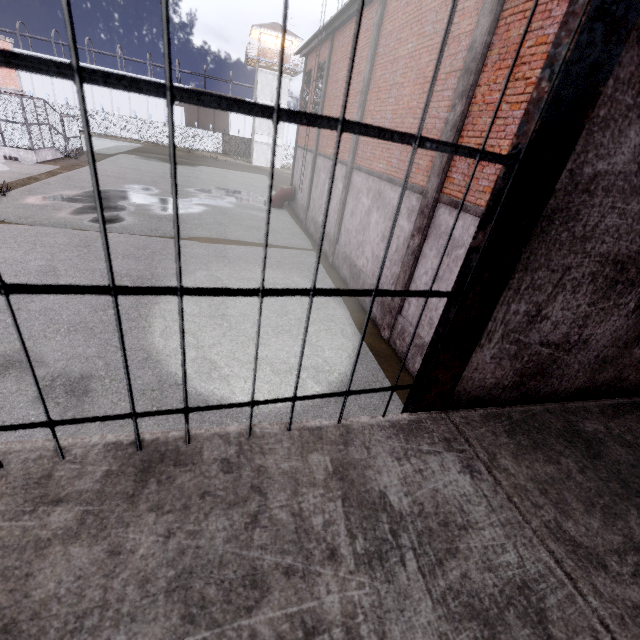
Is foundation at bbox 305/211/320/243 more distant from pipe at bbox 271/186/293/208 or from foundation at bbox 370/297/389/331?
pipe at bbox 271/186/293/208

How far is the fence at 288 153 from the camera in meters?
51.1 m

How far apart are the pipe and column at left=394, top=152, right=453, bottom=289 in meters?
15.7 m

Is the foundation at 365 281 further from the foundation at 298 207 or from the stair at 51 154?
the stair at 51 154

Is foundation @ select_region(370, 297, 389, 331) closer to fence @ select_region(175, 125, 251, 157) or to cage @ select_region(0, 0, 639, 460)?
cage @ select_region(0, 0, 639, 460)

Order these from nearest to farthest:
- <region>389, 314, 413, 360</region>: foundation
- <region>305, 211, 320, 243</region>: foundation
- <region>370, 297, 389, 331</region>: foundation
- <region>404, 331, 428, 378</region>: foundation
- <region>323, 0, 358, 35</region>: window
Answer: <region>404, 331, 428, 378</region>: foundation
<region>389, 314, 413, 360</region>: foundation
<region>370, 297, 389, 331</region>: foundation
<region>323, 0, 358, 35</region>: window
<region>305, 211, 320, 243</region>: foundation

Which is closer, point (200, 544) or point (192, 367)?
point (200, 544)
